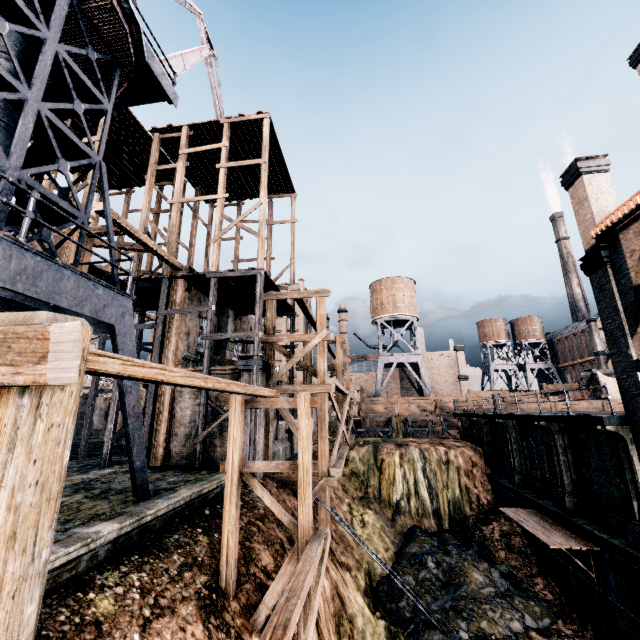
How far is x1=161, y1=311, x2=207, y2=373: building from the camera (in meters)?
18.72

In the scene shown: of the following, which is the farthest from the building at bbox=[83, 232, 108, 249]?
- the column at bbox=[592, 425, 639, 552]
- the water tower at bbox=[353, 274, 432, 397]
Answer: the water tower at bbox=[353, 274, 432, 397]

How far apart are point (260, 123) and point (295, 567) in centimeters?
2545cm

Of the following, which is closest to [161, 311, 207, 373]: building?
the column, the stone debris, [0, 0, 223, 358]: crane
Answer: the column

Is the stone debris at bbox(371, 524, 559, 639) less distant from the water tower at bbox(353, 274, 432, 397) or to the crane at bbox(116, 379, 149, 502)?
the crane at bbox(116, 379, 149, 502)

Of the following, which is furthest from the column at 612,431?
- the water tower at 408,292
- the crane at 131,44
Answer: the water tower at 408,292

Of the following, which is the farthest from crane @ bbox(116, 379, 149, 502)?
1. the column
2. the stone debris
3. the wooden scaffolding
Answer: the column

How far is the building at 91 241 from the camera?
16.0m
